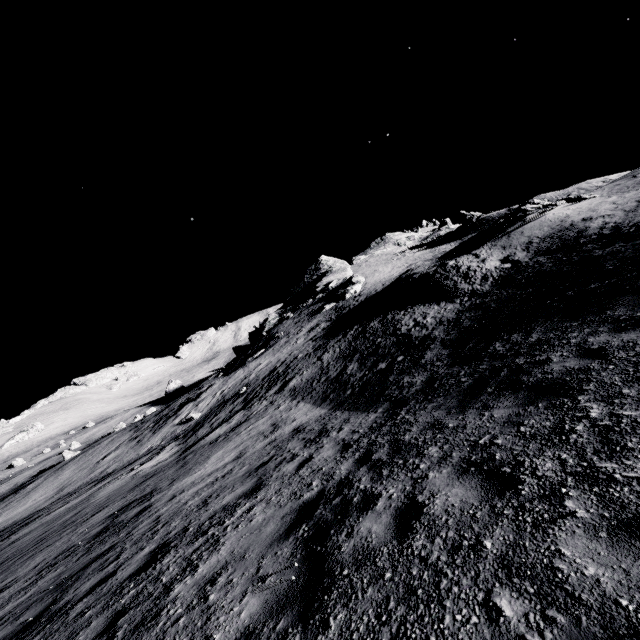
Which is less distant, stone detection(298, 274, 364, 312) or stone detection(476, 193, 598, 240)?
stone detection(476, 193, 598, 240)

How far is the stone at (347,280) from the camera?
45.2m

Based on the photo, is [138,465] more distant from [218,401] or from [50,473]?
[50,473]

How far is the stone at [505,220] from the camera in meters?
22.0 m

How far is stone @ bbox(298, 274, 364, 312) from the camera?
45.2 meters

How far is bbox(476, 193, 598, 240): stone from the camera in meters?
22.0
